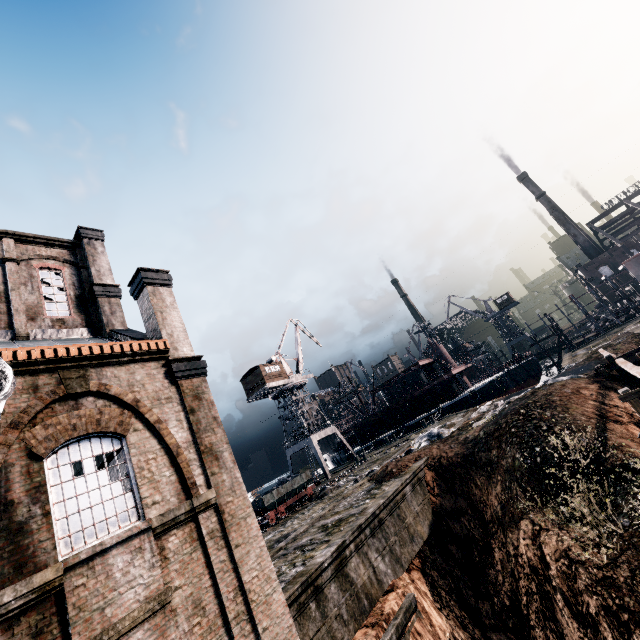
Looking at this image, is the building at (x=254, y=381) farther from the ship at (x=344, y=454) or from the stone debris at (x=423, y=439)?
the stone debris at (x=423, y=439)

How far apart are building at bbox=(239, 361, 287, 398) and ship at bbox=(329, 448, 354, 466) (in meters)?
19.04

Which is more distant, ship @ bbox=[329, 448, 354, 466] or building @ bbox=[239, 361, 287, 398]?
ship @ bbox=[329, 448, 354, 466]

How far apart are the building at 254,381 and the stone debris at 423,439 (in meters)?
23.26

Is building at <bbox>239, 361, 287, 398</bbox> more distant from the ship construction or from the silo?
the ship construction

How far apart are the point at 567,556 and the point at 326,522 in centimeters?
1133cm

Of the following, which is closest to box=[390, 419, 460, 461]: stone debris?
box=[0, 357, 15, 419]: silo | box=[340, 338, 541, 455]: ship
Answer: box=[340, 338, 541, 455]: ship

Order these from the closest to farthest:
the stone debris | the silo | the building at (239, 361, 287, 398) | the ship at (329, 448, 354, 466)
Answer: the silo, the stone debris, the building at (239, 361, 287, 398), the ship at (329, 448, 354, 466)
